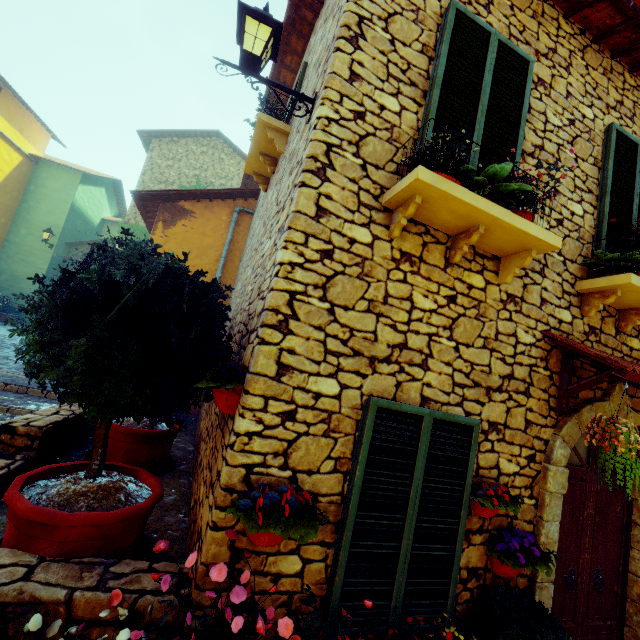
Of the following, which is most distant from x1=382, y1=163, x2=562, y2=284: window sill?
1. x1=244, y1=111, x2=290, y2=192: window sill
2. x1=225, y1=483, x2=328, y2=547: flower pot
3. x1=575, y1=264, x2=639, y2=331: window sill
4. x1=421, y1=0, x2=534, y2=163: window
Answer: x1=244, y1=111, x2=290, y2=192: window sill

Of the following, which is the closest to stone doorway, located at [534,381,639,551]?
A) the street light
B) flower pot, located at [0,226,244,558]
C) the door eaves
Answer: the door eaves

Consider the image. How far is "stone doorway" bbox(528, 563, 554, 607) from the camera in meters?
2.9 m

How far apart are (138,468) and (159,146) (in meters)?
16.60

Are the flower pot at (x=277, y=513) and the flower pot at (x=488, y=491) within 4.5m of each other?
yes

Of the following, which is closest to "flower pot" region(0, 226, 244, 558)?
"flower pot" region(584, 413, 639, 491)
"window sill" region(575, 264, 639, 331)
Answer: "flower pot" region(584, 413, 639, 491)

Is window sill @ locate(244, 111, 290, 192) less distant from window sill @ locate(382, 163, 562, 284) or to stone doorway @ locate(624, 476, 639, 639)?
window sill @ locate(382, 163, 562, 284)

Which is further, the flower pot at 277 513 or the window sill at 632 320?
the window sill at 632 320
